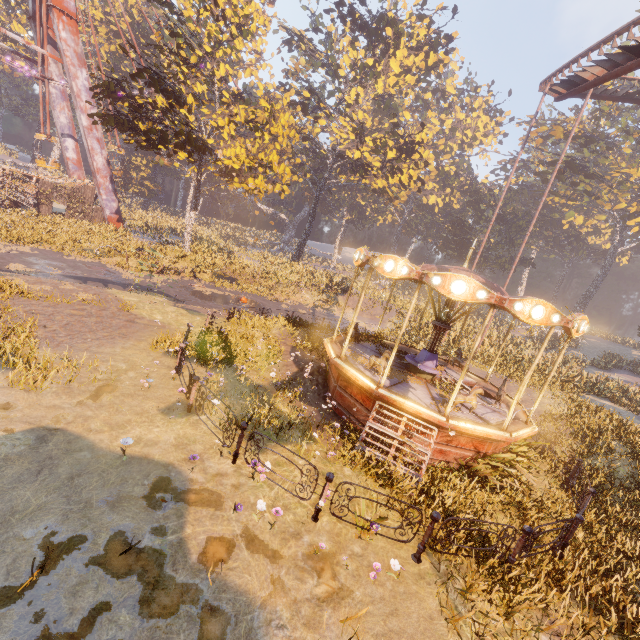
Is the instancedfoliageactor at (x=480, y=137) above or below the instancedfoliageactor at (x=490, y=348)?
above

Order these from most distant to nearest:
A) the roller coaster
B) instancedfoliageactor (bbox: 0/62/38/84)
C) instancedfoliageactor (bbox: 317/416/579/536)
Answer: instancedfoliageactor (bbox: 0/62/38/84), the roller coaster, instancedfoliageactor (bbox: 317/416/579/536)

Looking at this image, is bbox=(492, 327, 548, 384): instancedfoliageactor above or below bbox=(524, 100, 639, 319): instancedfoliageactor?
below

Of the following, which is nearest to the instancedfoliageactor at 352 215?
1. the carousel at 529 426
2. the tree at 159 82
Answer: the carousel at 529 426

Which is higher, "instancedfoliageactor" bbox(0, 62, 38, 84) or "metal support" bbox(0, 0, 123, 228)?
"instancedfoliageactor" bbox(0, 62, 38, 84)

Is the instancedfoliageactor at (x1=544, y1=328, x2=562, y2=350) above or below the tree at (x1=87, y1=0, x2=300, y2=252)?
below

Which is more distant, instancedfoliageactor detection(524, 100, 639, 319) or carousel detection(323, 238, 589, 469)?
instancedfoliageactor detection(524, 100, 639, 319)

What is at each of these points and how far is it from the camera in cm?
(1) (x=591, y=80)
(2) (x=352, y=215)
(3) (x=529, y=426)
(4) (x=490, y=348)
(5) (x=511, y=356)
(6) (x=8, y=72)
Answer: (1) roller coaster, 1444
(2) instancedfoliageactor, 5984
(3) carousel, 1016
(4) instancedfoliageactor, 2034
(5) instancedfoliageactor, 2086
(6) instancedfoliageactor, 5275
